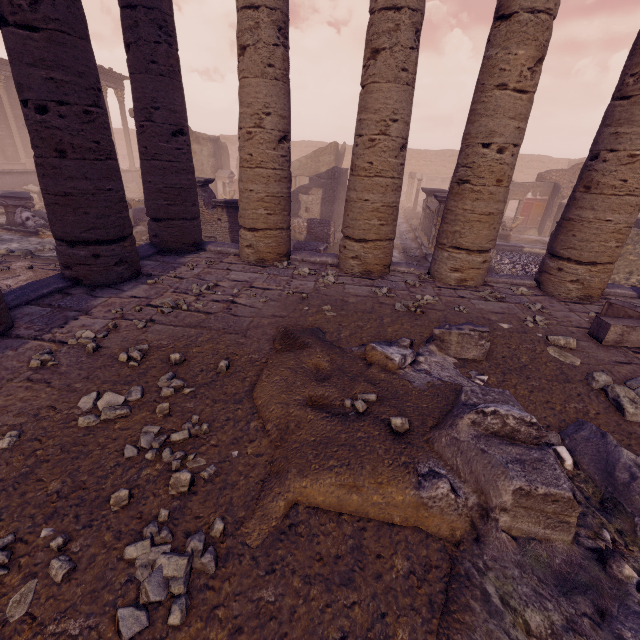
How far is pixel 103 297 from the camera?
4.6m

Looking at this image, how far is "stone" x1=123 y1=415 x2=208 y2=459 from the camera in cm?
226

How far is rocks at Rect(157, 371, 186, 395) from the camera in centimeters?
285cm

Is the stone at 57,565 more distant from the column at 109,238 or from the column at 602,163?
the column at 602,163

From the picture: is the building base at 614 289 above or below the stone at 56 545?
above

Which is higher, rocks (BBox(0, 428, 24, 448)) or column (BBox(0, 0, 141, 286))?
column (BBox(0, 0, 141, 286))

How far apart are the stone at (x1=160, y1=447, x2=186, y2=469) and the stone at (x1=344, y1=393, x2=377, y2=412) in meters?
1.1

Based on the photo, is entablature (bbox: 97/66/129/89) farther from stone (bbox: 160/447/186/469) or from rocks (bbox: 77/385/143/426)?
stone (bbox: 160/447/186/469)
